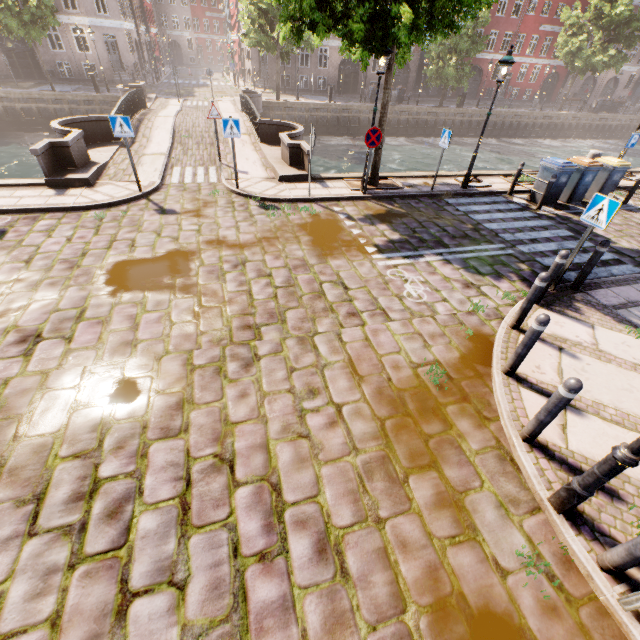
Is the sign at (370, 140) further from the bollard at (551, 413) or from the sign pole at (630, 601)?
the sign pole at (630, 601)

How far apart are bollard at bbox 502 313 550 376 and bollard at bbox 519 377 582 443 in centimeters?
96cm

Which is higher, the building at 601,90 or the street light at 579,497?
the building at 601,90

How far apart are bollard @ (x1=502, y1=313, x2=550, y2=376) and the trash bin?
10.17m

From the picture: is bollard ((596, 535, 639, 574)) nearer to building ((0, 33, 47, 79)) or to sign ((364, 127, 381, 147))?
sign ((364, 127, 381, 147))

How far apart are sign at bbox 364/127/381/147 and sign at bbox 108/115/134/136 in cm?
638

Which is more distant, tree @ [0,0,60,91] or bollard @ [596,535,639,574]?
tree @ [0,0,60,91]

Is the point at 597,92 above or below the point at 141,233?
above
